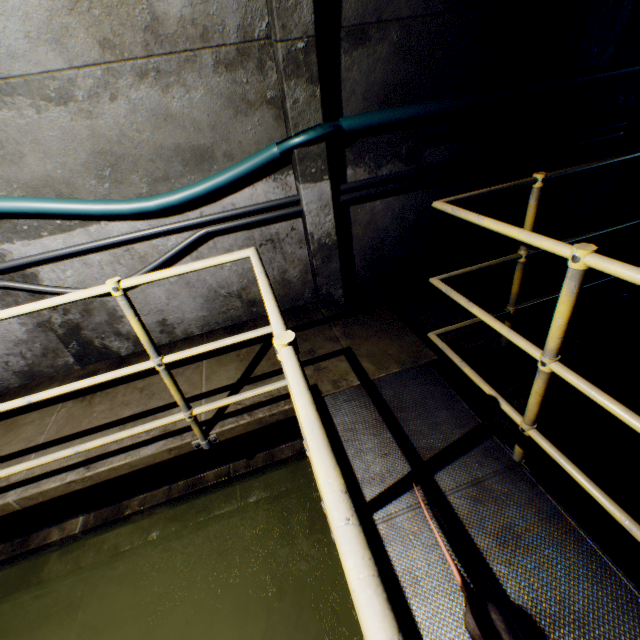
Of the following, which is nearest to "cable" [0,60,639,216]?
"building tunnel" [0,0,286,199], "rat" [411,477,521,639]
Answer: "building tunnel" [0,0,286,199]

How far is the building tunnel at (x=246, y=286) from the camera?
3.1 meters

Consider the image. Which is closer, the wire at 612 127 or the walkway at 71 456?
the walkway at 71 456

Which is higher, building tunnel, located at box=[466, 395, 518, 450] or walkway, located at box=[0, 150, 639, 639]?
walkway, located at box=[0, 150, 639, 639]

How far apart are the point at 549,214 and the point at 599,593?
3.8m

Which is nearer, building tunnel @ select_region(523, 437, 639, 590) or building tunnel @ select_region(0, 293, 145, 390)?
building tunnel @ select_region(523, 437, 639, 590)

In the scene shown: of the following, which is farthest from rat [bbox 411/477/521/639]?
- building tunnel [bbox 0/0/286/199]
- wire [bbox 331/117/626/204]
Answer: wire [bbox 331/117/626/204]

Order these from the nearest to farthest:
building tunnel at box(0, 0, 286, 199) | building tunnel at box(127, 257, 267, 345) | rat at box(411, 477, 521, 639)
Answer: rat at box(411, 477, 521, 639), building tunnel at box(0, 0, 286, 199), building tunnel at box(127, 257, 267, 345)
